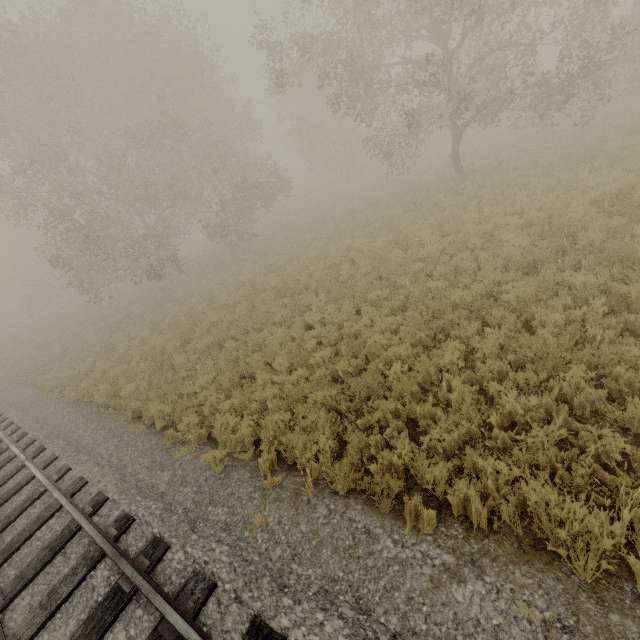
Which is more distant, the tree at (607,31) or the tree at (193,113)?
the tree at (193,113)

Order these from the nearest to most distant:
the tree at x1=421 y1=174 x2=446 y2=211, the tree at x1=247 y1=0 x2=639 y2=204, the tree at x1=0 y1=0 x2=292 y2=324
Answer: the tree at x1=247 y1=0 x2=639 y2=204 < the tree at x1=421 y1=174 x2=446 y2=211 < the tree at x1=0 y1=0 x2=292 y2=324

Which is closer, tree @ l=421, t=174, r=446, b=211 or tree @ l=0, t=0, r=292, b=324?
tree @ l=421, t=174, r=446, b=211

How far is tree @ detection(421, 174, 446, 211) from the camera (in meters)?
14.36

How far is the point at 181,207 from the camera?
23.3 meters

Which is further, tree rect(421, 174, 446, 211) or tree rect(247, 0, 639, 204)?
tree rect(421, 174, 446, 211)
